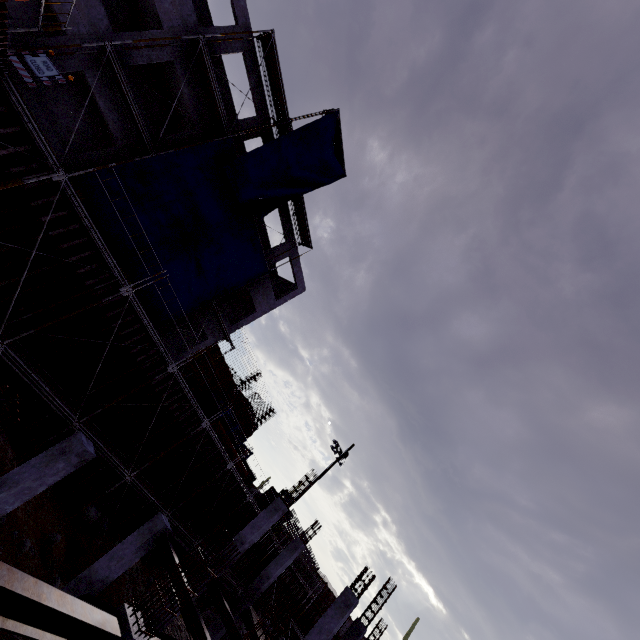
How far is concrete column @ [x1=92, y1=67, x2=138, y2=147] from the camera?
14.1 meters

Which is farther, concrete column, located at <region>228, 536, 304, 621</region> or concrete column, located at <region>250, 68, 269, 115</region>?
concrete column, located at <region>250, 68, 269, 115</region>

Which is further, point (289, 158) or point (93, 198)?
point (289, 158)

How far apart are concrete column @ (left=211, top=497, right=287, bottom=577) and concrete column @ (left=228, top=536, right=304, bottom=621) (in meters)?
4.34

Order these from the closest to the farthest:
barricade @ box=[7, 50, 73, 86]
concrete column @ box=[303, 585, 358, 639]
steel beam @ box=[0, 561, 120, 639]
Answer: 1. steel beam @ box=[0, 561, 120, 639]
2. barricade @ box=[7, 50, 73, 86]
3. concrete column @ box=[303, 585, 358, 639]

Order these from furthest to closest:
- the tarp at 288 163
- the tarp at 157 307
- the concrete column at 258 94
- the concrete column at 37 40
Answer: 1. the concrete column at 258 94
2. the tarp at 157 307
3. the tarp at 288 163
4. the concrete column at 37 40

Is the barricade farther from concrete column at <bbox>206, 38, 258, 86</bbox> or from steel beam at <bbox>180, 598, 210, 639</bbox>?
steel beam at <bbox>180, 598, 210, 639</bbox>

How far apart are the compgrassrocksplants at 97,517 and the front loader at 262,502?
20.2m
